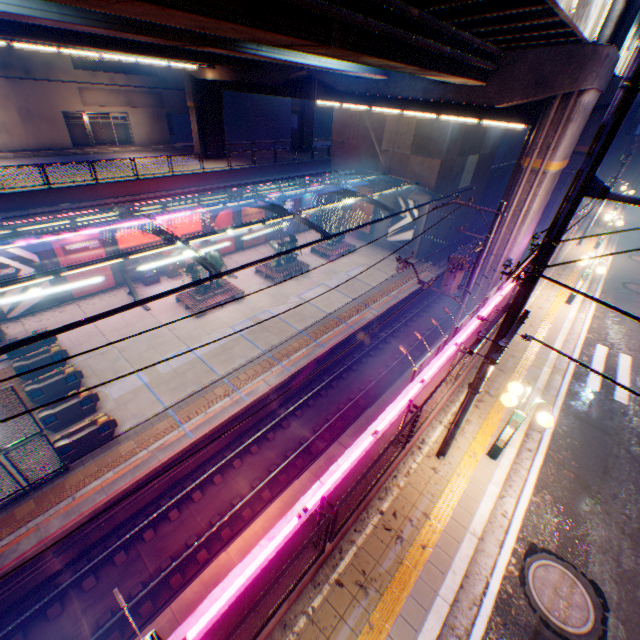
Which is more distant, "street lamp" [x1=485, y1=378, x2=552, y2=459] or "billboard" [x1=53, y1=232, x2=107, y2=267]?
"billboard" [x1=53, y1=232, x2=107, y2=267]

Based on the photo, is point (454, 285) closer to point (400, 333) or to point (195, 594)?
point (400, 333)

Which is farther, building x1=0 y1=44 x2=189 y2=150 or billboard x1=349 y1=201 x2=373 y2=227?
billboard x1=349 y1=201 x2=373 y2=227

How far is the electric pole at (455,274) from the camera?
13.2m

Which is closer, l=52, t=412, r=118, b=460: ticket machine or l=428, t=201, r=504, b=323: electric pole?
l=52, t=412, r=118, b=460: ticket machine

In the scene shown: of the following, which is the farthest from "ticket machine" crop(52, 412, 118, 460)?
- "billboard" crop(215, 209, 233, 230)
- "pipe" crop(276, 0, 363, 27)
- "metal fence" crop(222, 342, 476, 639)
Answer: "billboard" crop(215, 209, 233, 230)

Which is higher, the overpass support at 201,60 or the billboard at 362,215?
the overpass support at 201,60

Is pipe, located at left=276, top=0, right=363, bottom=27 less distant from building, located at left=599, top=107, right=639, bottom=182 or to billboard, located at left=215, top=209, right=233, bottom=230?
building, located at left=599, top=107, right=639, bottom=182
